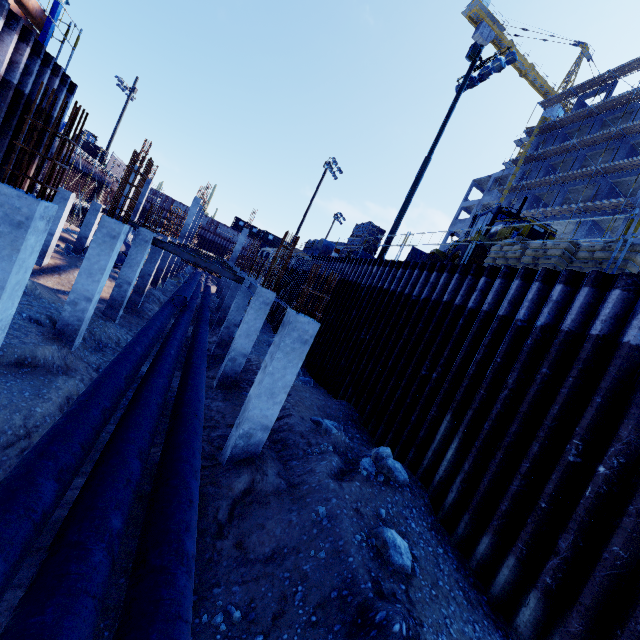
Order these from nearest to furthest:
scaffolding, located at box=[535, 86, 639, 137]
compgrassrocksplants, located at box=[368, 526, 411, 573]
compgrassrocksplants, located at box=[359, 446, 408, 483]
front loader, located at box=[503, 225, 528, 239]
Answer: compgrassrocksplants, located at box=[368, 526, 411, 573]
compgrassrocksplants, located at box=[359, 446, 408, 483]
front loader, located at box=[503, 225, 528, 239]
scaffolding, located at box=[535, 86, 639, 137]

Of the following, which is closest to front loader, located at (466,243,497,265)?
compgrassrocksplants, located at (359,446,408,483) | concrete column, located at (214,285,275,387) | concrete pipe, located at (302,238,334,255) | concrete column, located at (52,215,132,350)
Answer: concrete pipe, located at (302,238,334,255)

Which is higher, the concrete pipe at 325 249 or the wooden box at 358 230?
the wooden box at 358 230

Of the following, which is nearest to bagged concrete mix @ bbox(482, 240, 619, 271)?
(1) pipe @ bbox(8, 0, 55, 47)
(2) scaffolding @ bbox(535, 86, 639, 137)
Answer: (1) pipe @ bbox(8, 0, 55, 47)

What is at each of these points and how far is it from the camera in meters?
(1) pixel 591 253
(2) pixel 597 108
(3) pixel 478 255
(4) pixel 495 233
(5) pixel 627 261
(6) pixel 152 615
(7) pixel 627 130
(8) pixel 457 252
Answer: (1) bagged concrete mix, 7.4 m
(2) scaffolding, 34.2 m
(3) front loader, 12.0 m
(4) front loader, 13.0 m
(5) bagged concrete mix, 6.7 m
(6) pipe, 2.9 m
(7) scaffolding, 30.5 m
(8) front loader, 13.1 m

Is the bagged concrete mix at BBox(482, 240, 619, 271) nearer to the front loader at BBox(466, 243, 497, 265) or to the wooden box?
the front loader at BBox(466, 243, 497, 265)

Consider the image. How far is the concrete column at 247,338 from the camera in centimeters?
1121cm

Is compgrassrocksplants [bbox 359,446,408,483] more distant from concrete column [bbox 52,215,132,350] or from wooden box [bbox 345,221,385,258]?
wooden box [bbox 345,221,385,258]
